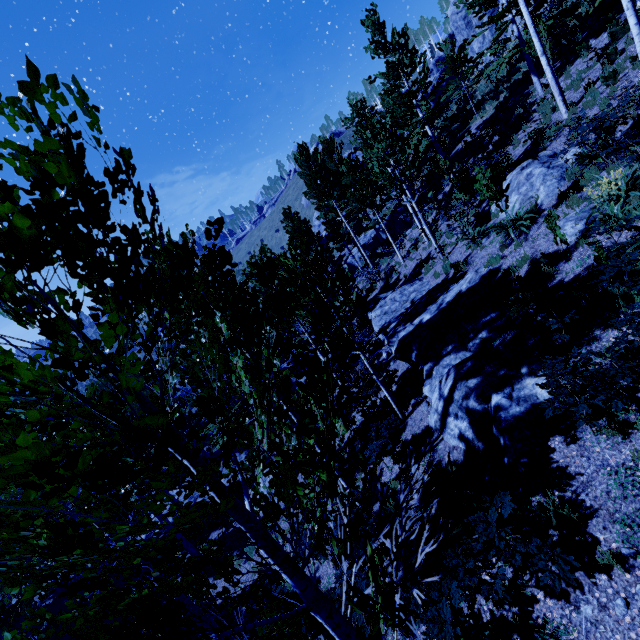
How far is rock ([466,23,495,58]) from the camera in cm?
3148

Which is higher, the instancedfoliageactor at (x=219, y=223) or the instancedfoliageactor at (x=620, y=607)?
the instancedfoliageactor at (x=219, y=223)

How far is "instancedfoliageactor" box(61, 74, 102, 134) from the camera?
1.27m

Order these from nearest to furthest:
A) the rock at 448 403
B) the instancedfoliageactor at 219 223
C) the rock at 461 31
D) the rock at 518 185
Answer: the instancedfoliageactor at 219 223
the rock at 448 403
the rock at 518 185
the rock at 461 31

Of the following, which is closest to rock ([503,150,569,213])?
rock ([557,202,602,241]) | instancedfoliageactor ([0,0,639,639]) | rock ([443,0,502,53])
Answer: rock ([557,202,602,241])

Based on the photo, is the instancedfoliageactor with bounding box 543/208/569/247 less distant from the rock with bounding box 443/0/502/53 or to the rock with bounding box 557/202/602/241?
the rock with bounding box 557/202/602/241

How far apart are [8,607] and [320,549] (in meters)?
9.07

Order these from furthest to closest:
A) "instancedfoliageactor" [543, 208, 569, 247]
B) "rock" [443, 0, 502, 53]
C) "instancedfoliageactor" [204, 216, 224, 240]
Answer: "rock" [443, 0, 502, 53] < "instancedfoliageactor" [543, 208, 569, 247] < "instancedfoliageactor" [204, 216, 224, 240]
